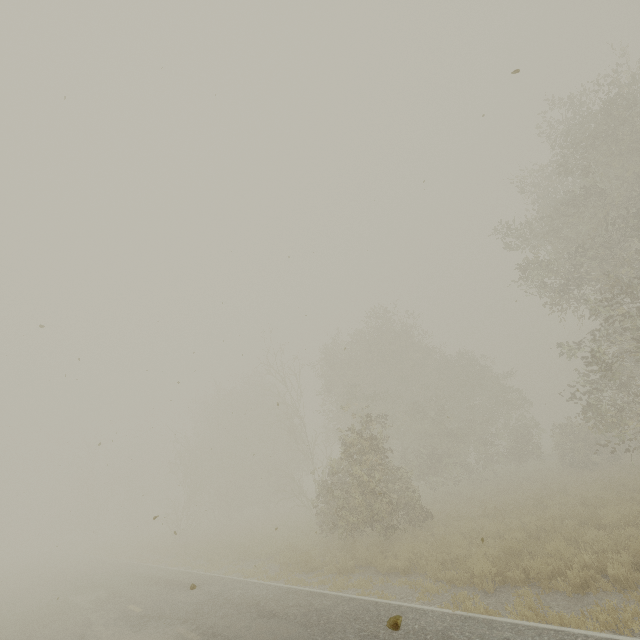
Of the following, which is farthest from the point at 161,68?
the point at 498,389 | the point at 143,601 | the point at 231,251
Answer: the point at 498,389
